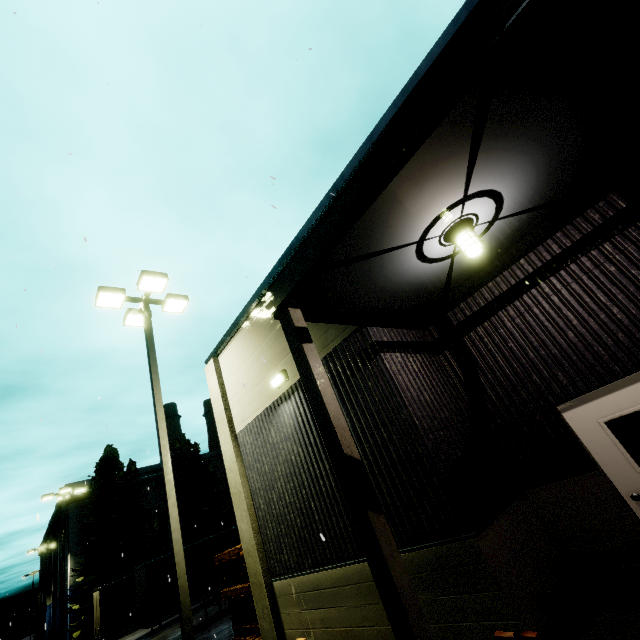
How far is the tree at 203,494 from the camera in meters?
30.1

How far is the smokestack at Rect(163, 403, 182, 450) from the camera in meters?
56.8

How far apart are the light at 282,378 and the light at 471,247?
4.6m

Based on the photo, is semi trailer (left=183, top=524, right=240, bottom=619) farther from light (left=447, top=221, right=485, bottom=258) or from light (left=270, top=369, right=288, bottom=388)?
light (left=270, top=369, right=288, bottom=388)

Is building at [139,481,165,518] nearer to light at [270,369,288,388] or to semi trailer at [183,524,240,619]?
semi trailer at [183,524,240,619]

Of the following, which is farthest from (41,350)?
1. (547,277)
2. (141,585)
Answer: (141,585)

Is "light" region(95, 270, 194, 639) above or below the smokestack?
below

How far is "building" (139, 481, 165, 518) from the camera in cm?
4372
